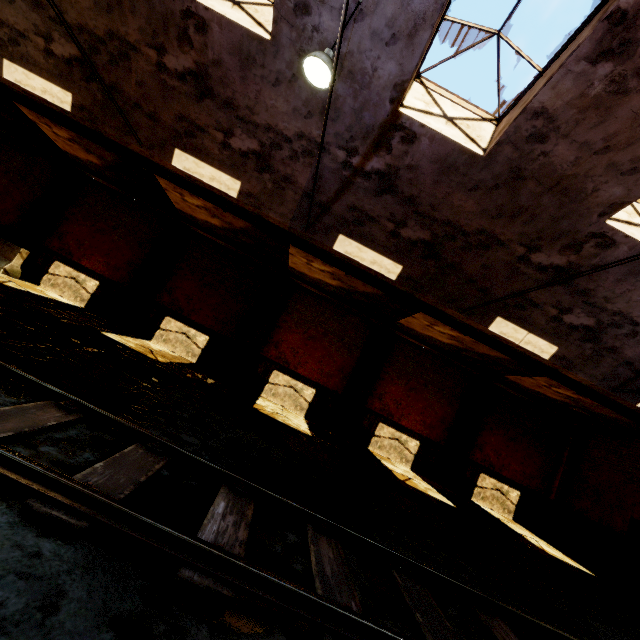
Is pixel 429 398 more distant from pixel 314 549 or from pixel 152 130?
pixel 152 130

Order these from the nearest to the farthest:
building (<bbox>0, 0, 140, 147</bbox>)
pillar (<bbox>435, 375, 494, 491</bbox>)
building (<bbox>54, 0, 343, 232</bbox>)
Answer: building (<bbox>54, 0, 343, 232</bbox>) < building (<bbox>0, 0, 140, 147</bbox>) < pillar (<bbox>435, 375, 494, 491</bbox>)

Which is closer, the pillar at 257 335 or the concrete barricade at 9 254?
the concrete barricade at 9 254

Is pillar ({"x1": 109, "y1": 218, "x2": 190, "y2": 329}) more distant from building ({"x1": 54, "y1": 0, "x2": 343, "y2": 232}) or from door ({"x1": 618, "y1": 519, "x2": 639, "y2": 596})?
door ({"x1": 618, "y1": 519, "x2": 639, "y2": 596})

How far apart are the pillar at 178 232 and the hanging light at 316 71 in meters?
9.9 m

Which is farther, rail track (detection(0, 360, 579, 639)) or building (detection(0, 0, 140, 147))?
building (detection(0, 0, 140, 147))

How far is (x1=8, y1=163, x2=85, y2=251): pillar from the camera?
12.9 meters

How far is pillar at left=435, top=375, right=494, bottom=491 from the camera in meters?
13.4
